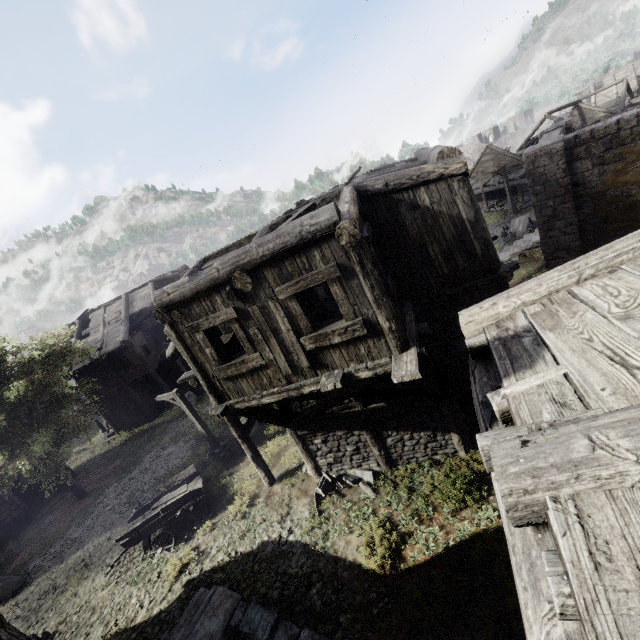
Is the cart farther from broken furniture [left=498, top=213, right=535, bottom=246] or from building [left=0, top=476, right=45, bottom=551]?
broken furniture [left=498, top=213, right=535, bottom=246]

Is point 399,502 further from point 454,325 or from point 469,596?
point 454,325

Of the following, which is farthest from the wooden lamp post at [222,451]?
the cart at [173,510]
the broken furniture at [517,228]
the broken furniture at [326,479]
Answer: the broken furniture at [517,228]

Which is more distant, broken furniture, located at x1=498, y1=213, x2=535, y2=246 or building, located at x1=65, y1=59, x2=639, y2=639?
broken furniture, located at x1=498, y1=213, x2=535, y2=246

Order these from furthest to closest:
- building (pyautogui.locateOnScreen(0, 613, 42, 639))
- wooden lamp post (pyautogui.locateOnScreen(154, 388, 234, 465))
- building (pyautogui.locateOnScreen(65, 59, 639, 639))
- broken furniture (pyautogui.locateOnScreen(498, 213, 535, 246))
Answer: broken furniture (pyautogui.locateOnScreen(498, 213, 535, 246)) → wooden lamp post (pyautogui.locateOnScreen(154, 388, 234, 465)) → building (pyautogui.locateOnScreen(0, 613, 42, 639)) → building (pyautogui.locateOnScreen(65, 59, 639, 639))

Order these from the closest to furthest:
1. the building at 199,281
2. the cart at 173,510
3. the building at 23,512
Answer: the building at 199,281, the cart at 173,510, the building at 23,512

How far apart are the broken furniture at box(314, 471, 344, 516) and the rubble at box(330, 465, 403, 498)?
0.0 meters

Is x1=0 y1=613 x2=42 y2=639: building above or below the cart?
above
